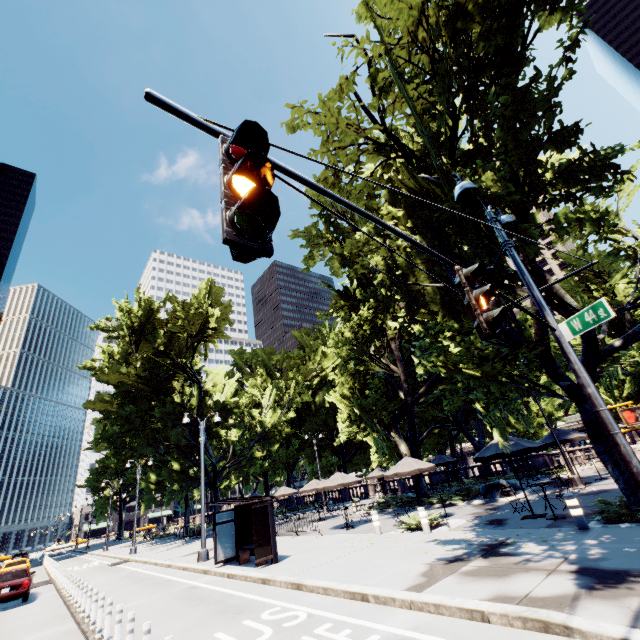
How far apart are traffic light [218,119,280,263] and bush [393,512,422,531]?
14.6 meters

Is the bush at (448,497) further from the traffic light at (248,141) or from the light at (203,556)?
the traffic light at (248,141)

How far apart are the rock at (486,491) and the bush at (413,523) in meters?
5.9

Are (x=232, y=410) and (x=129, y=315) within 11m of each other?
no

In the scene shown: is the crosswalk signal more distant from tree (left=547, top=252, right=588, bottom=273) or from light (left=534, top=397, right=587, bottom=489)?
light (left=534, top=397, right=587, bottom=489)

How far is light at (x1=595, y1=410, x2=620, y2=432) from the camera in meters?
4.8 m

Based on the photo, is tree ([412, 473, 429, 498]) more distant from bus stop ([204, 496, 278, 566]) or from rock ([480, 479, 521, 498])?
bus stop ([204, 496, 278, 566])

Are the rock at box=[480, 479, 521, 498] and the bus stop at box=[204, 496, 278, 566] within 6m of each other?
no
